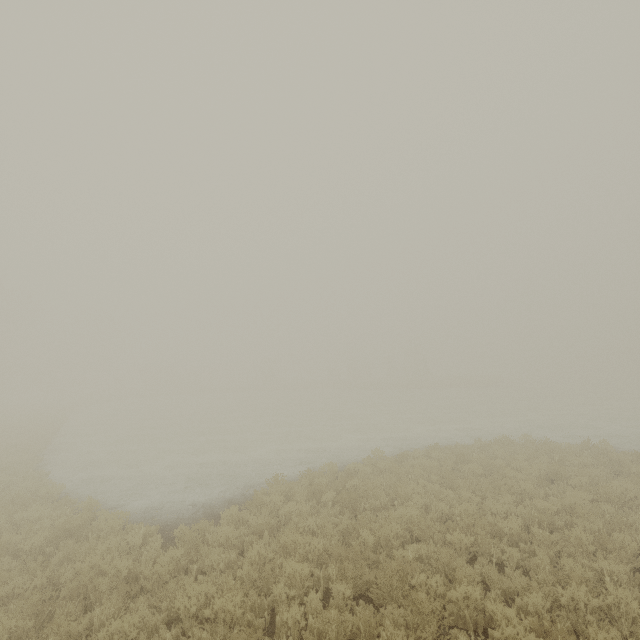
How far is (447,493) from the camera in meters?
9.8
